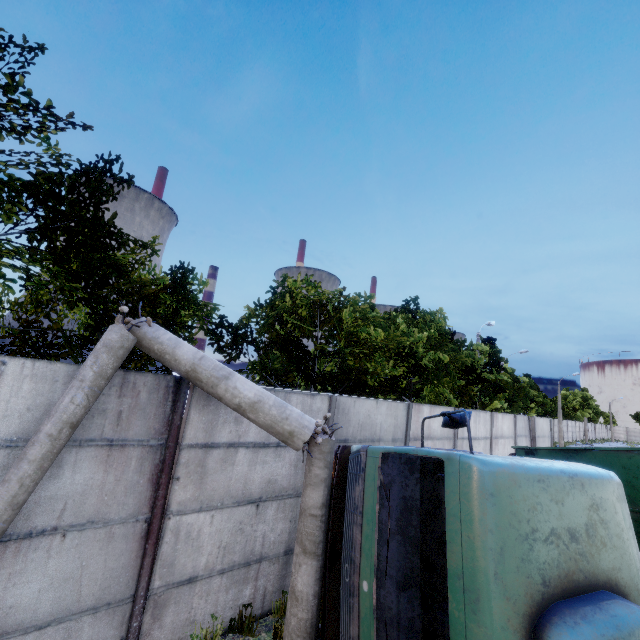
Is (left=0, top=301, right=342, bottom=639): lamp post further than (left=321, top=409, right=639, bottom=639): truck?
Yes

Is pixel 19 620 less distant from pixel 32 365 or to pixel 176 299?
pixel 32 365

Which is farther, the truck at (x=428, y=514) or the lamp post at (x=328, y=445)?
the lamp post at (x=328, y=445)
